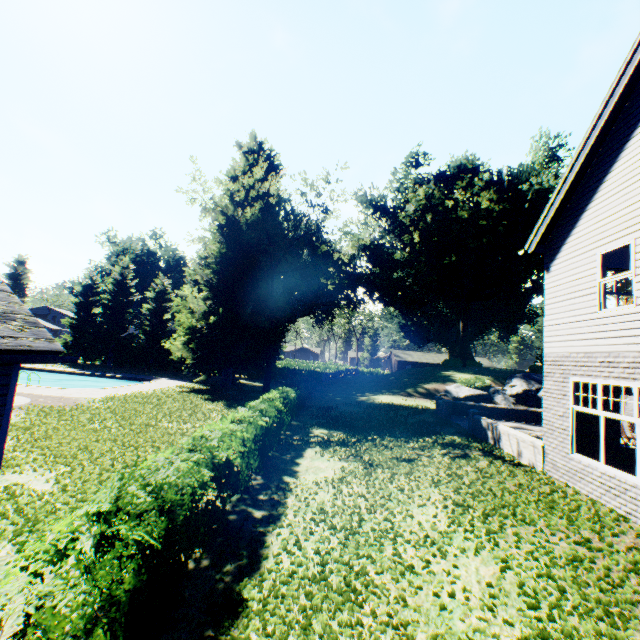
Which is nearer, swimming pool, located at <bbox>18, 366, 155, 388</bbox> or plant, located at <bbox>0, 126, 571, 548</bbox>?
plant, located at <bbox>0, 126, 571, 548</bbox>

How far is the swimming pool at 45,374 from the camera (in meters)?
28.33

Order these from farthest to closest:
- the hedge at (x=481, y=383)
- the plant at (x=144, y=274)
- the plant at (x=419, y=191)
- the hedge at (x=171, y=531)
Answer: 1. the plant at (x=144, y=274)
2. the hedge at (x=481, y=383)
3. the plant at (x=419, y=191)
4. the hedge at (x=171, y=531)

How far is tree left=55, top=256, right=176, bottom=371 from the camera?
39.5m

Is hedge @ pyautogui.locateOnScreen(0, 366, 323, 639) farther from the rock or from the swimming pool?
the rock

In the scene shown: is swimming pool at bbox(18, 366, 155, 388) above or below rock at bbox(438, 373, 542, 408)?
below

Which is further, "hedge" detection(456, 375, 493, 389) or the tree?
the tree

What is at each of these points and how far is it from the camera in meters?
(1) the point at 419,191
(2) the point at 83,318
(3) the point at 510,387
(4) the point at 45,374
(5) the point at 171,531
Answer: (1) plant, 38.6
(2) tree, 41.0
(3) rock, 30.8
(4) swimming pool, 32.1
(5) hedge, 4.7
